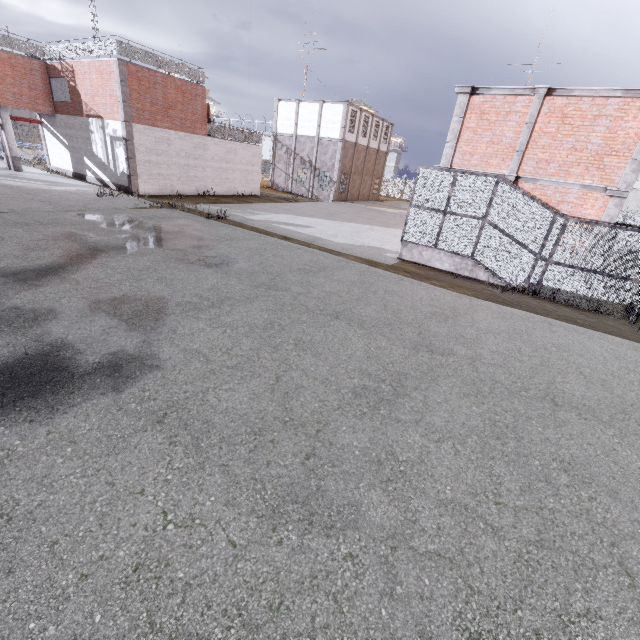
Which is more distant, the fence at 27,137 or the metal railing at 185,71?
the fence at 27,137

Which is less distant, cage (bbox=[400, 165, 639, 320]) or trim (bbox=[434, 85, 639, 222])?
cage (bbox=[400, 165, 639, 320])

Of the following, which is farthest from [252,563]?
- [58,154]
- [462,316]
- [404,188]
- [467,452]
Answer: [404,188]

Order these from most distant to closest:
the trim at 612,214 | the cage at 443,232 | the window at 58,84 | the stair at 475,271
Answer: the window at 58,84 → the stair at 475,271 → the trim at 612,214 → the cage at 443,232

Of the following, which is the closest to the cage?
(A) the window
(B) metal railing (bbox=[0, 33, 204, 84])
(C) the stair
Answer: (C) the stair

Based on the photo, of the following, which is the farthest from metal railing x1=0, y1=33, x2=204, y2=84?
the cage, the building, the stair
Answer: the building

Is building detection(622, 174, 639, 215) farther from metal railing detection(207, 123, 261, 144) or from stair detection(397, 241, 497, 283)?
metal railing detection(207, 123, 261, 144)

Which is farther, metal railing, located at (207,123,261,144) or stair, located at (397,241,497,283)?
metal railing, located at (207,123,261,144)
